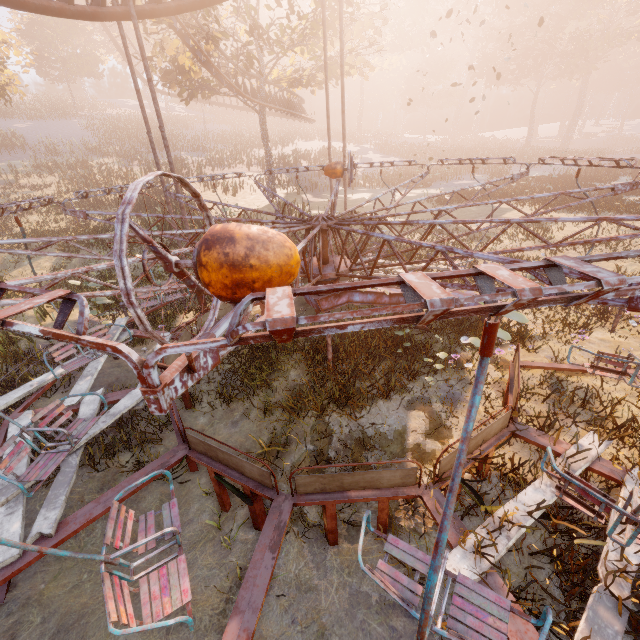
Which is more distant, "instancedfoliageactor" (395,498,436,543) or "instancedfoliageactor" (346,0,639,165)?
"instancedfoliageactor" (346,0,639,165)

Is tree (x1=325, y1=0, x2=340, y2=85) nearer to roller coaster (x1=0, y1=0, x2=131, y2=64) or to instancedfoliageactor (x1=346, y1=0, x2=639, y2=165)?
roller coaster (x1=0, y1=0, x2=131, y2=64)

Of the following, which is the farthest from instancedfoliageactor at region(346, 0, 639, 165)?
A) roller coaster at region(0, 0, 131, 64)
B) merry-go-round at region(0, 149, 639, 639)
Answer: roller coaster at region(0, 0, 131, 64)

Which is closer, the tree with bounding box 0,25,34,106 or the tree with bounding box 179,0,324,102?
the tree with bounding box 179,0,324,102

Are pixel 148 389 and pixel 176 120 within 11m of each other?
no

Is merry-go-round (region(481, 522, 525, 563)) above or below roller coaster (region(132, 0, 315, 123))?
below

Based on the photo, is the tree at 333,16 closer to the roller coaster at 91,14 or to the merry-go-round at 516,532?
the roller coaster at 91,14

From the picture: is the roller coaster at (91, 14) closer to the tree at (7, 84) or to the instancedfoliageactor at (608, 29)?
the tree at (7, 84)
